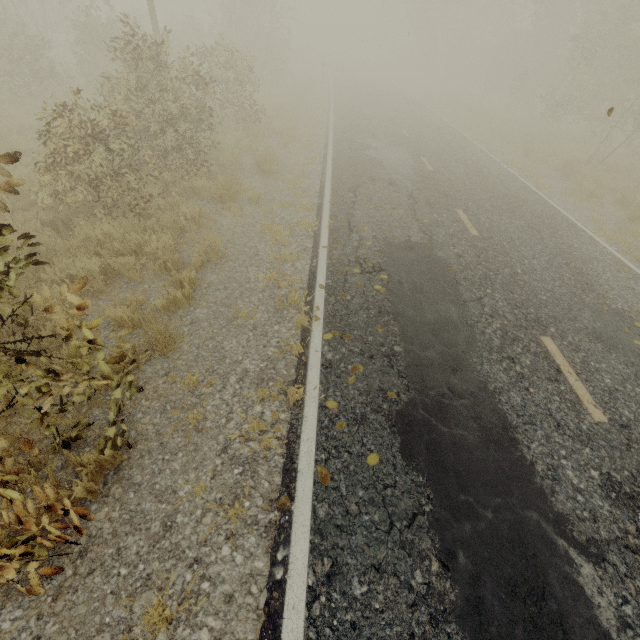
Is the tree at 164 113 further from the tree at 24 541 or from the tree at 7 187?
the tree at 24 541

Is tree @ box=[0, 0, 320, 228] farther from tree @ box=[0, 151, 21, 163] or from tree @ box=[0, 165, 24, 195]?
tree @ box=[0, 151, 21, 163]

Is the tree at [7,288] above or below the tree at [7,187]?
below

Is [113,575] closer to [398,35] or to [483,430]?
[483,430]

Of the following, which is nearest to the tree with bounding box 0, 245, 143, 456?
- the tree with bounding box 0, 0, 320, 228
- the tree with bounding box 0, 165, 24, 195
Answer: the tree with bounding box 0, 165, 24, 195

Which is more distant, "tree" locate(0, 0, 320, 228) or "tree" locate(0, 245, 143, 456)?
"tree" locate(0, 0, 320, 228)

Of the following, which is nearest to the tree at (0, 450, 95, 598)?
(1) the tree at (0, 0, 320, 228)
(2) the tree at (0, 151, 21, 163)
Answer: (1) the tree at (0, 0, 320, 228)

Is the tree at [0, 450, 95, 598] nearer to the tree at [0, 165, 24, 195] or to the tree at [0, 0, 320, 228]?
the tree at [0, 165, 24, 195]
